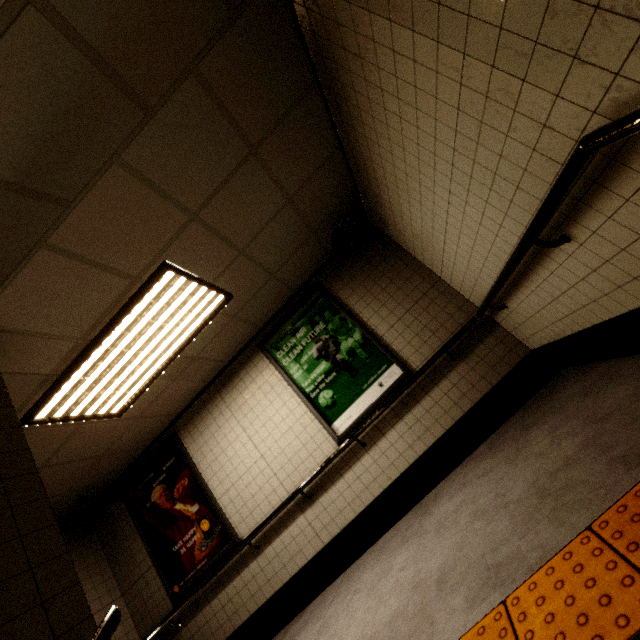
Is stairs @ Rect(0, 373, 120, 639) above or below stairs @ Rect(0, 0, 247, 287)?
below

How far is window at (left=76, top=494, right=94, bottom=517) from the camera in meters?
4.4

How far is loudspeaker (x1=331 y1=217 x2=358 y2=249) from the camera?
3.9m

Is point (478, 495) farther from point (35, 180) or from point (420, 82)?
point (35, 180)

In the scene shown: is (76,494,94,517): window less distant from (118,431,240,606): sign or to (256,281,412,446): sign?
(118,431,240,606): sign

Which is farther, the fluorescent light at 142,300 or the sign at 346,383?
the sign at 346,383

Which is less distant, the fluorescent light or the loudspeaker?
the fluorescent light

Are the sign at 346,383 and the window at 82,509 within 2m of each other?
no
